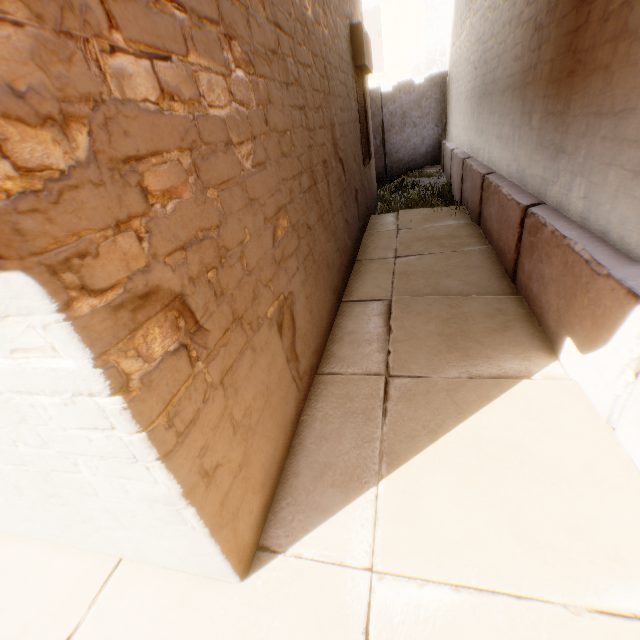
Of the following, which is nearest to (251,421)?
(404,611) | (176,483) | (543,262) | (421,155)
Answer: (176,483)
